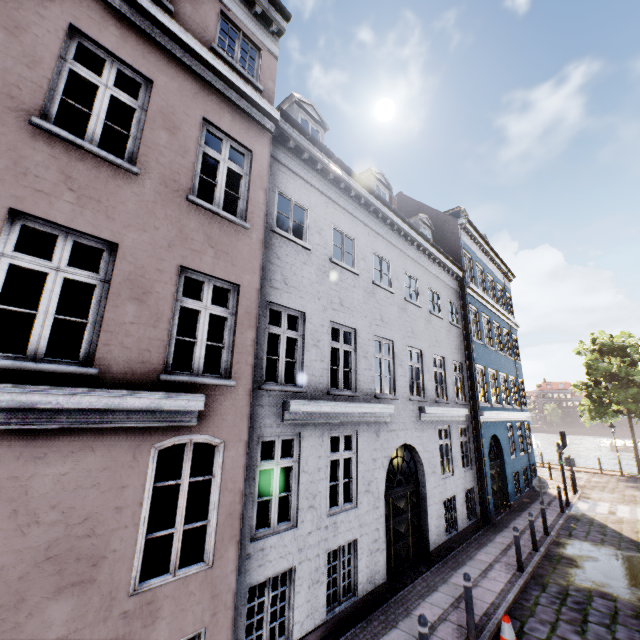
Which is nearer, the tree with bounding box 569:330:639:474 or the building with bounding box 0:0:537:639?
the building with bounding box 0:0:537:639

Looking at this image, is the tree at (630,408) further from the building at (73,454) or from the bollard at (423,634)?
the bollard at (423,634)

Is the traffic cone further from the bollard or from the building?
the building

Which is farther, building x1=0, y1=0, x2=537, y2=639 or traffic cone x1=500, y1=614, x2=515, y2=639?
traffic cone x1=500, y1=614, x2=515, y2=639

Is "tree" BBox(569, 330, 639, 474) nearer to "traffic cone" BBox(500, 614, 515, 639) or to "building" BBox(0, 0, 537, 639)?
"building" BBox(0, 0, 537, 639)

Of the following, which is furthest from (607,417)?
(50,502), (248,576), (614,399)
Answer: (50,502)

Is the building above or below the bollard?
above

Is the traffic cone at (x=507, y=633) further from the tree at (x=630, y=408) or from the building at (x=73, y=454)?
the tree at (x=630, y=408)
